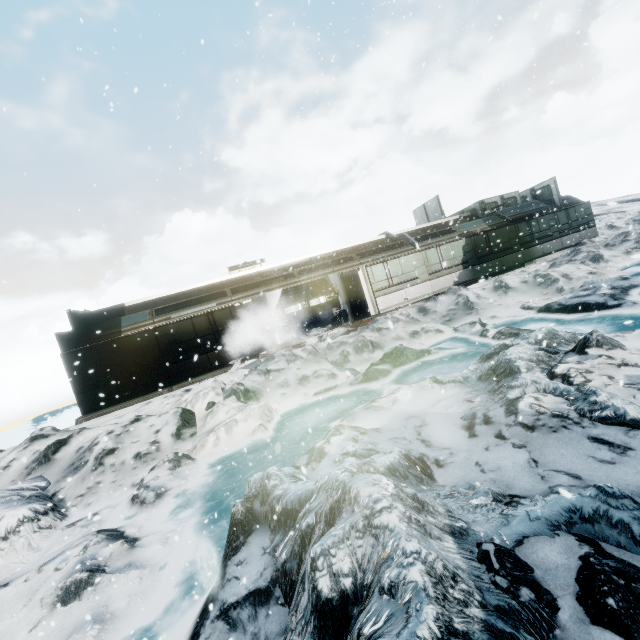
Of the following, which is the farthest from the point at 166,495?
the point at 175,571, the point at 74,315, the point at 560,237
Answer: the point at 560,237
